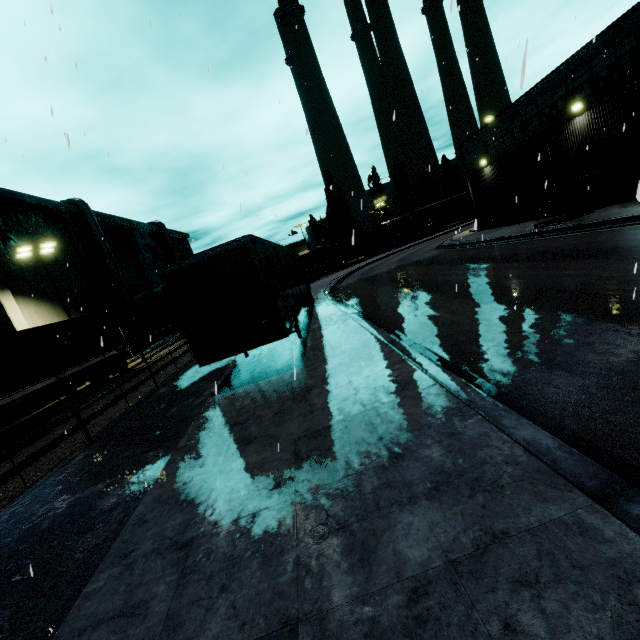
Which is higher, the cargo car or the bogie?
the cargo car

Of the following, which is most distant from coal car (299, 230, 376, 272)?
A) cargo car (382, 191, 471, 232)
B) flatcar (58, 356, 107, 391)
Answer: flatcar (58, 356, 107, 391)

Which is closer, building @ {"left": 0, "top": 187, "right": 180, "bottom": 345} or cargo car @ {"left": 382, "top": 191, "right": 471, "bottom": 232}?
building @ {"left": 0, "top": 187, "right": 180, "bottom": 345}

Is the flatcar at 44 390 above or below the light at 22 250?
below

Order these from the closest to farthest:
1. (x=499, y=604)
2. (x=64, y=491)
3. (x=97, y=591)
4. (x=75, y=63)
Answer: (x=499, y=604)
(x=97, y=591)
(x=64, y=491)
(x=75, y=63)

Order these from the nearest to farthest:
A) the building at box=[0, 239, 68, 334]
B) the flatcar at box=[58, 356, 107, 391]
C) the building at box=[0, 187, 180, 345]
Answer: the flatcar at box=[58, 356, 107, 391] < the building at box=[0, 239, 68, 334] < the building at box=[0, 187, 180, 345]

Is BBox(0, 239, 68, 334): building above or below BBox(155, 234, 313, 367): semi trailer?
above

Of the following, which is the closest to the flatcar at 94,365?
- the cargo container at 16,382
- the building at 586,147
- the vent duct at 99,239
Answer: the cargo container at 16,382
